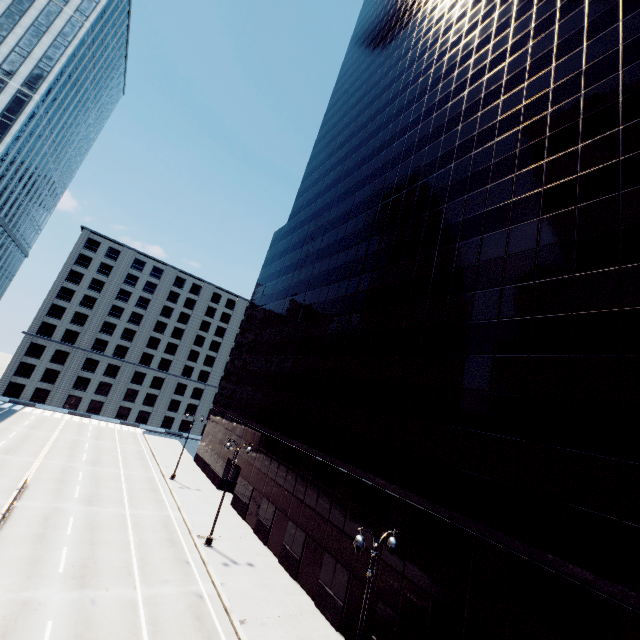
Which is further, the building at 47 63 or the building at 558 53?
the building at 47 63

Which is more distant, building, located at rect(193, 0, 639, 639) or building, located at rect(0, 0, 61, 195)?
building, located at rect(0, 0, 61, 195)

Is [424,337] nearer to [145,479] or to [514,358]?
[514,358]
